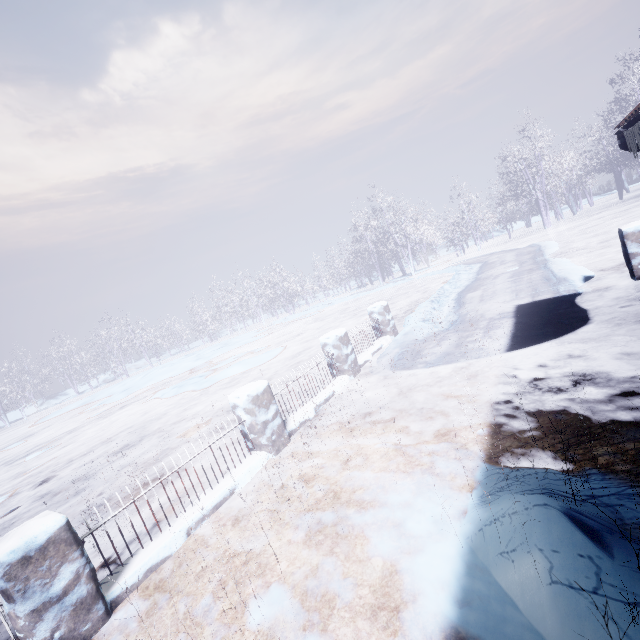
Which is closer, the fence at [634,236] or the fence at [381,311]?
the fence at [381,311]

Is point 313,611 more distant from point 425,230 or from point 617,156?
point 617,156

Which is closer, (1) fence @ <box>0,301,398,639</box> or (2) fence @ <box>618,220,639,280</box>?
(1) fence @ <box>0,301,398,639</box>
